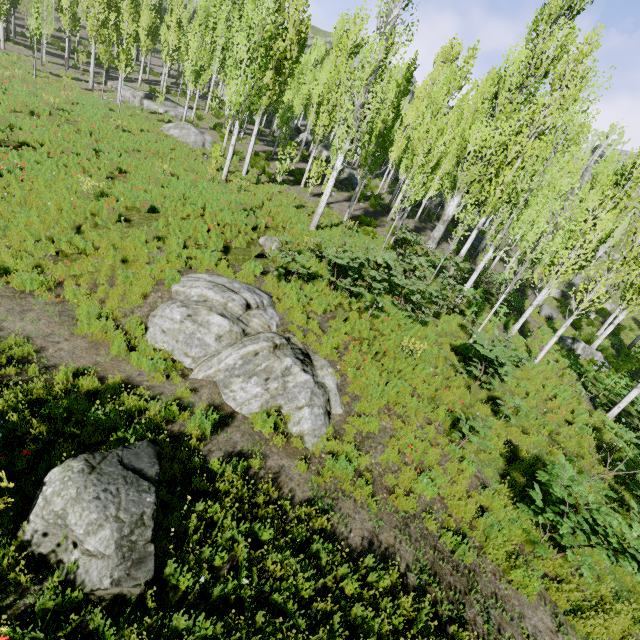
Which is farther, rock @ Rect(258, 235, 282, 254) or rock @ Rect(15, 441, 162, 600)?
rock @ Rect(258, 235, 282, 254)

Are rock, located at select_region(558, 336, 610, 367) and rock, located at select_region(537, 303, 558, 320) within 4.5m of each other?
yes

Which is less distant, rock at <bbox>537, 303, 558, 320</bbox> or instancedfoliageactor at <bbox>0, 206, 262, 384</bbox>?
instancedfoliageactor at <bbox>0, 206, 262, 384</bbox>

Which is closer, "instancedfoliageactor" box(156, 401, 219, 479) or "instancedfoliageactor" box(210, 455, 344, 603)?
"instancedfoliageactor" box(210, 455, 344, 603)

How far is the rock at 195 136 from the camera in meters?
20.6

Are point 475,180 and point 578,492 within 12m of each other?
no

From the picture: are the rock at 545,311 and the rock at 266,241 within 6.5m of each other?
no

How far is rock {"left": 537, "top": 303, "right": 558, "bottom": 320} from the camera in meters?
21.8 m
